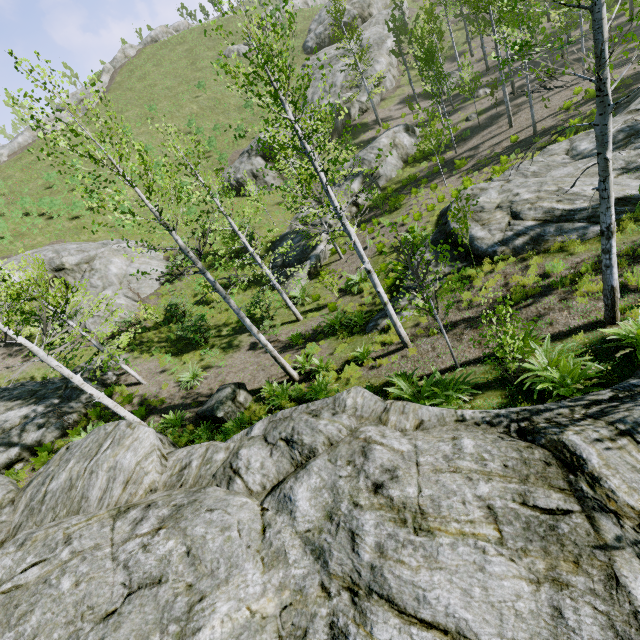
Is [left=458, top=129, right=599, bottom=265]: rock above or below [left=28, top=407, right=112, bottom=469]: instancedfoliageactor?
below

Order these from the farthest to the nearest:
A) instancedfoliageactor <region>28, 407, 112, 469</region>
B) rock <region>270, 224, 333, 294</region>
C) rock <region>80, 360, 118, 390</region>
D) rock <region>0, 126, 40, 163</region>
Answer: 1. rock <region>0, 126, 40, 163</region>
2. rock <region>270, 224, 333, 294</region>
3. rock <region>80, 360, 118, 390</region>
4. instancedfoliageactor <region>28, 407, 112, 469</region>

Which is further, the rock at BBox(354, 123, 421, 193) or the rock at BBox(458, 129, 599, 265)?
the rock at BBox(354, 123, 421, 193)

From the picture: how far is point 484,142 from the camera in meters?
22.1

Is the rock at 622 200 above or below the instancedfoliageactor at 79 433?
below

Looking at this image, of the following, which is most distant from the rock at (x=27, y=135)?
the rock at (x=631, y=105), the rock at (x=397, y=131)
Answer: the rock at (x=631, y=105)

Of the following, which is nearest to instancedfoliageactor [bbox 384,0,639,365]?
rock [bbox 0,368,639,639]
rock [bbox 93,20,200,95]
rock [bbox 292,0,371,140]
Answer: rock [bbox 0,368,639,639]

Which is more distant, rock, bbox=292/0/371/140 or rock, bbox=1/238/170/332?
rock, bbox=292/0/371/140
